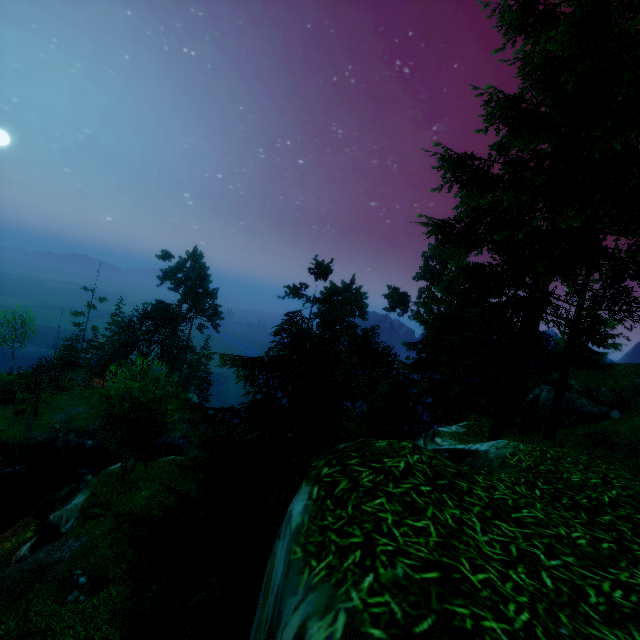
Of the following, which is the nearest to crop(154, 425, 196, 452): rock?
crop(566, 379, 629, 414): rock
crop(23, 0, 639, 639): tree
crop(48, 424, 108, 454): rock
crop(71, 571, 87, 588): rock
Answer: crop(23, 0, 639, 639): tree

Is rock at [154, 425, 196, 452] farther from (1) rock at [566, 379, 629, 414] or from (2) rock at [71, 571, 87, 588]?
(1) rock at [566, 379, 629, 414]

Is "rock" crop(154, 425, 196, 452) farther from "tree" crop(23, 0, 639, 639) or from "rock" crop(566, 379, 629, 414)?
"rock" crop(566, 379, 629, 414)

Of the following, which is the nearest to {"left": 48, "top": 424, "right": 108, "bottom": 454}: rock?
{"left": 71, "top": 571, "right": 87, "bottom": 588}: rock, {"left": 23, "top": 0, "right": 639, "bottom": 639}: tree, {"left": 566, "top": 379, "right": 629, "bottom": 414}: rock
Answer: {"left": 23, "top": 0, "right": 639, "bottom": 639}: tree

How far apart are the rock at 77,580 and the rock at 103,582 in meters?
0.5 m

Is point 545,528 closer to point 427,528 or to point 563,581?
point 563,581

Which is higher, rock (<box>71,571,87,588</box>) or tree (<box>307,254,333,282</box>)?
tree (<box>307,254,333,282</box>)

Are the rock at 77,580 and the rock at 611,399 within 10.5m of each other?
no
